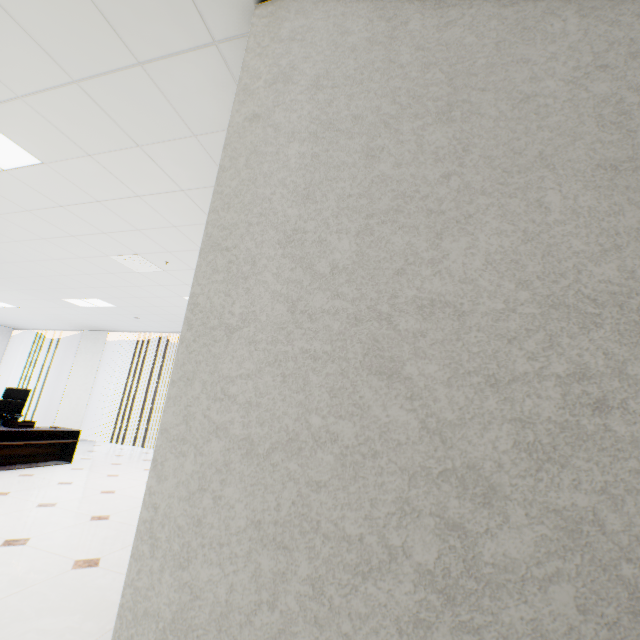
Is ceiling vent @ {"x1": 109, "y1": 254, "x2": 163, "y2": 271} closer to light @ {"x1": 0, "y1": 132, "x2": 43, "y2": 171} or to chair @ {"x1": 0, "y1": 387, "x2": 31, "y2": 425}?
light @ {"x1": 0, "y1": 132, "x2": 43, "y2": 171}

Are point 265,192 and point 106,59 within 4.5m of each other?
yes

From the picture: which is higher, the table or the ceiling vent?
the ceiling vent

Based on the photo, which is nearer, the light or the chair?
the light

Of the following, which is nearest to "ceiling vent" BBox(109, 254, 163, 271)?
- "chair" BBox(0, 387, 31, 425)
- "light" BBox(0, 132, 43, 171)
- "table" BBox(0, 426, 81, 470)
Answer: "light" BBox(0, 132, 43, 171)

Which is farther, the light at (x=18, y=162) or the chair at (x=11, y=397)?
the chair at (x=11, y=397)

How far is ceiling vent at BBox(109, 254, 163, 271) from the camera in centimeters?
434cm

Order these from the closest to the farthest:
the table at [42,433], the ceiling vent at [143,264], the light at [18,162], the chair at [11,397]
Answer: the light at [18,162] → the ceiling vent at [143,264] → the table at [42,433] → the chair at [11,397]
